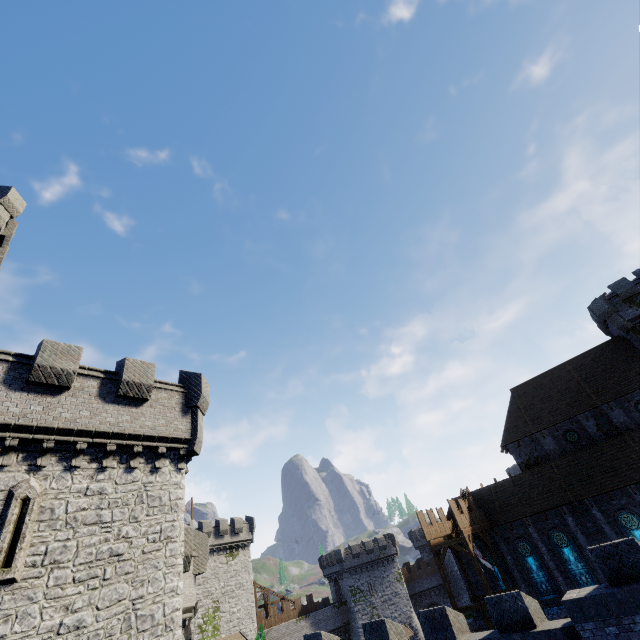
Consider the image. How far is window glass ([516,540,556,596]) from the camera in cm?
2561

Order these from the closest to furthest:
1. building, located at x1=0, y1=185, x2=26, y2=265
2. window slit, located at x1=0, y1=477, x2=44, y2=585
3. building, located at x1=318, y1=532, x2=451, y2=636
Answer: window slit, located at x1=0, y1=477, x2=44, y2=585 < building, located at x1=0, y1=185, x2=26, y2=265 < building, located at x1=318, y1=532, x2=451, y2=636

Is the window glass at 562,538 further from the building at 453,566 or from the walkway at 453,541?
the building at 453,566

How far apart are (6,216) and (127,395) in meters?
17.5 m

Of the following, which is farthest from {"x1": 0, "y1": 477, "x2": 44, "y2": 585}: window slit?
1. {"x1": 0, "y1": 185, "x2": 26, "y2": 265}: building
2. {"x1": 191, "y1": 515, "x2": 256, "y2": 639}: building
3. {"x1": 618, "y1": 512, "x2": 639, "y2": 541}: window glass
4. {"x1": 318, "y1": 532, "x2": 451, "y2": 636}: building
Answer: {"x1": 318, "y1": 532, "x2": 451, "y2": 636}: building

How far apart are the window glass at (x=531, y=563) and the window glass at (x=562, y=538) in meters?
1.5 m

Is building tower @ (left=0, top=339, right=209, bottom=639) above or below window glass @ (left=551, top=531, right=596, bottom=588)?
above

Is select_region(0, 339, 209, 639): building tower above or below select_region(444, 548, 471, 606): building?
above
